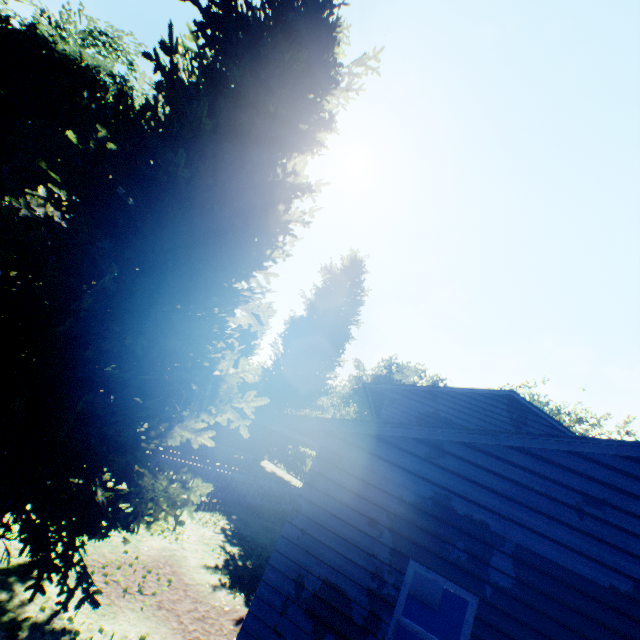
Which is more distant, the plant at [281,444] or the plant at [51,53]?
the plant at [281,444]

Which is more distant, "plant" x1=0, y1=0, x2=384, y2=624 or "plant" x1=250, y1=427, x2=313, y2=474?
"plant" x1=250, y1=427, x2=313, y2=474

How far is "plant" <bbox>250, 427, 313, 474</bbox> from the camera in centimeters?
2889cm

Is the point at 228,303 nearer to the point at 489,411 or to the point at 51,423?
the point at 51,423

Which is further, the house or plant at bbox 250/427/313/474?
plant at bbox 250/427/313/474

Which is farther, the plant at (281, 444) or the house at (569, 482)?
the plant at (281, 444)
